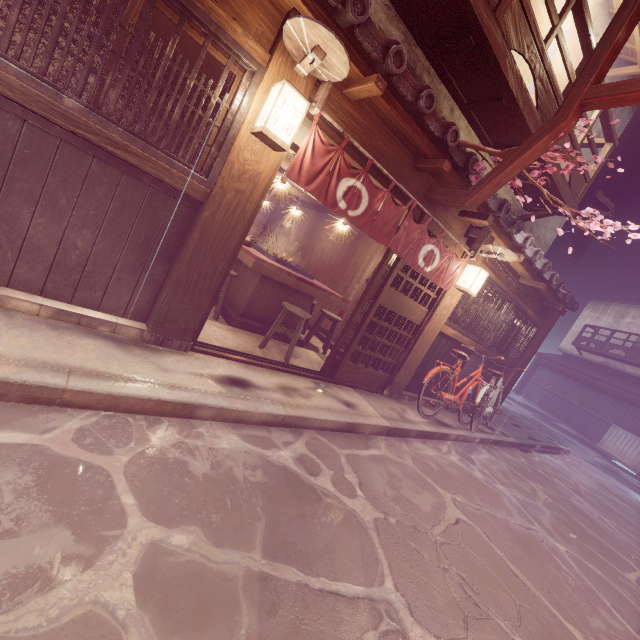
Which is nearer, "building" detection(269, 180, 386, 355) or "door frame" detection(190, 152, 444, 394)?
"door frame" detection(190, 152, 444, 394)

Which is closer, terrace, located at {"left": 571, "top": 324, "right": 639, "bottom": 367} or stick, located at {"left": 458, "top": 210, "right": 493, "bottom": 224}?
stick, located at {"left": 458, "top": 210, "right": 493, "bottom": 224}

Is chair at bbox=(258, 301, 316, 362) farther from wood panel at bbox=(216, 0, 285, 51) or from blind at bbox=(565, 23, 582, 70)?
blind at bbox=(565, 23, 582, 70)

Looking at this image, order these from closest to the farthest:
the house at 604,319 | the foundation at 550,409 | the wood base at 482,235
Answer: the wood base at 482,235 → the foundation at 550,409 → the house at 604,319

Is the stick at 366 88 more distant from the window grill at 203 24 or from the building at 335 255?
the window grill at 203 24

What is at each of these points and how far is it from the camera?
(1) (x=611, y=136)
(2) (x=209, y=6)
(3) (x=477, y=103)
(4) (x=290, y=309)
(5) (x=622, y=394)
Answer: (1) terrace, 11.34m
(2) wood bar, 4.41m
(3) terrace, 8.98m
(4) chair, 8.34m
(5) wood bar, 30.28m

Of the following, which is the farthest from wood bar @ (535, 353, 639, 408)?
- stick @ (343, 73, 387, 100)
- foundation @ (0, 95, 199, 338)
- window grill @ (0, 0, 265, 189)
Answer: window grill @ (0, 0, 265, 189)

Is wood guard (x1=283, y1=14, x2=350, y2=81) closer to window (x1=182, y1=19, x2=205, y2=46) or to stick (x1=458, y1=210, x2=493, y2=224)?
window (x1=182, y1=19, x2=205, y2=46)
